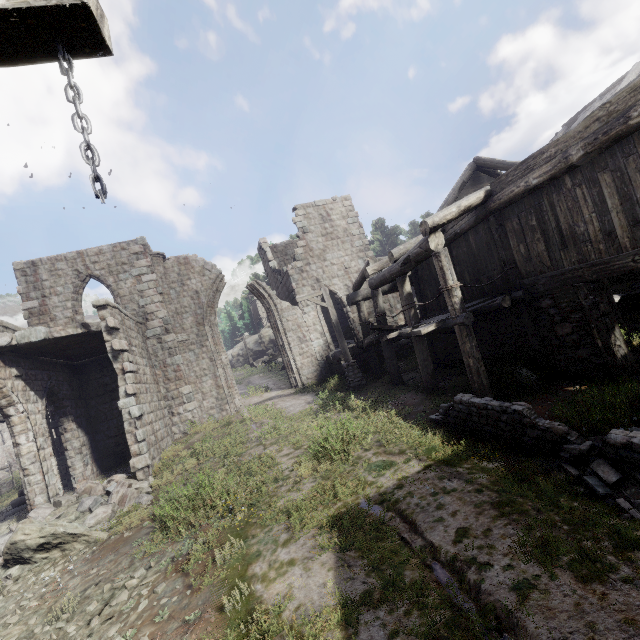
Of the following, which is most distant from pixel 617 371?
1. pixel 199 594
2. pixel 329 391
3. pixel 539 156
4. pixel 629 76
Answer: pixel 629 76

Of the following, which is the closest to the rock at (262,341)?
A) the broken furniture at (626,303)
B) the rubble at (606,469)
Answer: the broken furniture at (626,303)

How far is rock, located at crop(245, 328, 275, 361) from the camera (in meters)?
51.72

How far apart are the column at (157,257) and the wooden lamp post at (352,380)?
6.7 meters

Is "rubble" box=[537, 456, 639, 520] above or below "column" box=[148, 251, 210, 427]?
below

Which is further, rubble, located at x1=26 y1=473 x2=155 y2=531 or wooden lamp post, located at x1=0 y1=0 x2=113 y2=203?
rubble, located at x1=26 y1=473 x2=155 y2=531

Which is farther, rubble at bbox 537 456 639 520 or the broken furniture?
the broken furniture

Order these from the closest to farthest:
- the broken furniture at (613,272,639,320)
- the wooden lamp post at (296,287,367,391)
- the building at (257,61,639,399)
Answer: the building at (257,61,639,399), the broken furniture at (613,272,639,320), the wooden lamp post at (296,287,367,391)
